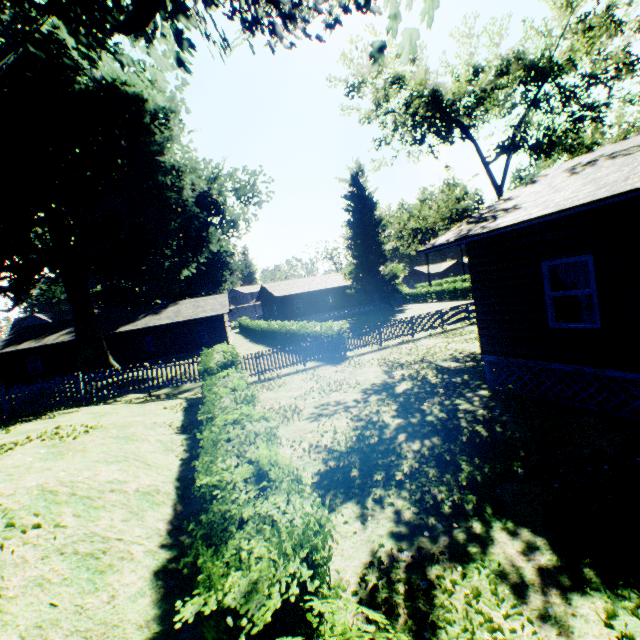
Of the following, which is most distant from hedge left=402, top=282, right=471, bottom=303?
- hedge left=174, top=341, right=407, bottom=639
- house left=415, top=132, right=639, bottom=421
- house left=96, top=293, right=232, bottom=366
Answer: house left=415, top=132, right=639, bottom=421

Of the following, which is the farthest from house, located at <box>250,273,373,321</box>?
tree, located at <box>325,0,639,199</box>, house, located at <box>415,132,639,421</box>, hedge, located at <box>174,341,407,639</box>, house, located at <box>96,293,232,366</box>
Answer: house, located at <box>415,132,639,421</box>

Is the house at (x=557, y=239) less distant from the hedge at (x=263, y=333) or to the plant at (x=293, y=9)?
the plant at (x=293, y=9)

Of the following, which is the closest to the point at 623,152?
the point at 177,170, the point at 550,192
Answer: the point at 550,192

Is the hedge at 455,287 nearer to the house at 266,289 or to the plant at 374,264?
the house at 266,289

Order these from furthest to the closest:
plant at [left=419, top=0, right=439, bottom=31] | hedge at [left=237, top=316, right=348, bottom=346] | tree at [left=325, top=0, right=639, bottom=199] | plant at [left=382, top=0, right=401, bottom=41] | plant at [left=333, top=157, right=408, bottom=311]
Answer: plant at [left=333, top=157, right=408, bottom=311]
hedge at [left=237, top=316, right=348, bottom=346]
tree at [left=325, top=0, right=639, bottom=199]
plant at [left=419, top=0, right=439, bottom=31]
plant at [left=382, top=0, right=401, bottom=41]

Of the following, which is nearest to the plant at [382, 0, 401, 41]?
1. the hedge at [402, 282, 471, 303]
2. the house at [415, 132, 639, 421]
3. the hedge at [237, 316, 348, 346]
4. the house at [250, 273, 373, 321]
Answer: the house at [250, 273, 373, 321]

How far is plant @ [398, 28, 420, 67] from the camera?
6.1 meters
